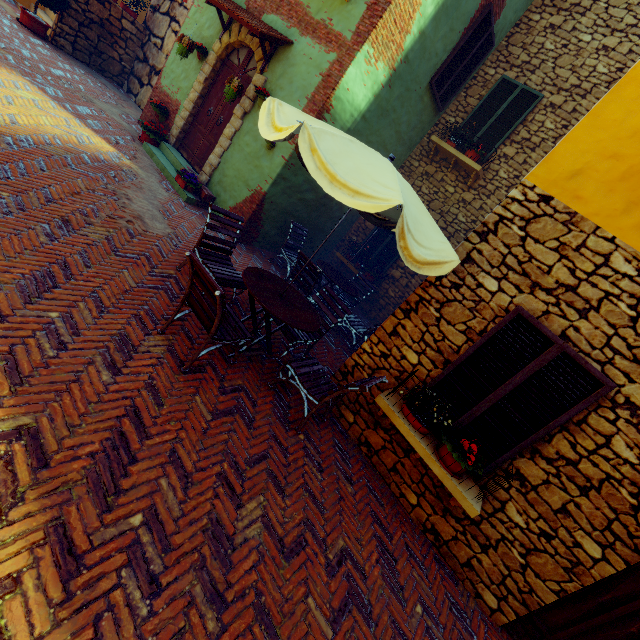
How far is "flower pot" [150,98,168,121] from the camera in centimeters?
808cm

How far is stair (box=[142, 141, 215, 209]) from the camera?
6.97m

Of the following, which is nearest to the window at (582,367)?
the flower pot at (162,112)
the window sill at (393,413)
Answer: the window sill at (393,413)

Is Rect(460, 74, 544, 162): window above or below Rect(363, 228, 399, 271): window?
above

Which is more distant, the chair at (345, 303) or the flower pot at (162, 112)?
the flower pot at (162, 112)

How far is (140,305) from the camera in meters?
3.8 m

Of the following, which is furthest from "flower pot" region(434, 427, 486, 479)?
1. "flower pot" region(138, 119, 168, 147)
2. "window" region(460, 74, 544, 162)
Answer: "flower pot" region(138, 119, 168, 147)

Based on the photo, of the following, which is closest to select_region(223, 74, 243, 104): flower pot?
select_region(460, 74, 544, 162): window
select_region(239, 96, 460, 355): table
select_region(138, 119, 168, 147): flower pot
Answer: select_region(138, 119, 168, 147): flower pot
